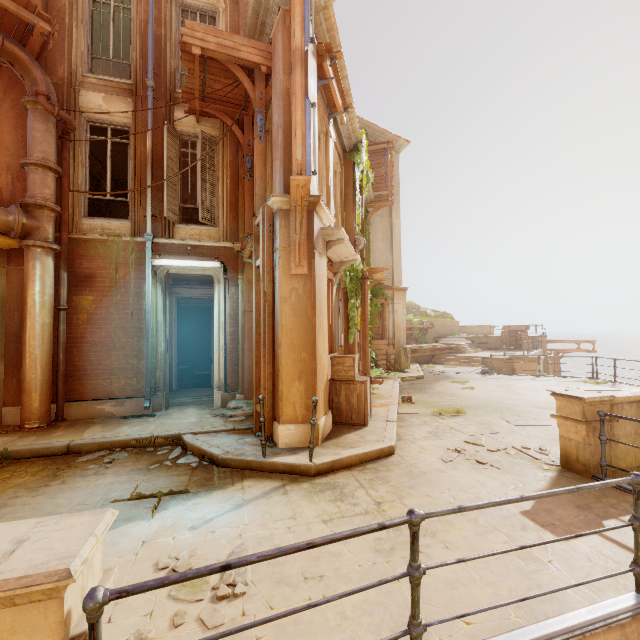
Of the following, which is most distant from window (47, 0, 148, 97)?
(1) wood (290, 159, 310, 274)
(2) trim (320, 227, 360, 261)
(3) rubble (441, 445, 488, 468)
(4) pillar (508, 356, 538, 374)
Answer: (4) pillar (508, 356, 538, 374)

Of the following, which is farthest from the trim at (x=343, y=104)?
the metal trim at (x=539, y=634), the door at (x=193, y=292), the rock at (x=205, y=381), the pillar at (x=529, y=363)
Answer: the pillar at (x=529, y=363)

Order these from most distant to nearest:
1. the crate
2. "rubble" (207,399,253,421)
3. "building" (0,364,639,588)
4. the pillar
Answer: the pillar, "rubble" (207,399,253,421), the crate, "building" (0,364,639,588)

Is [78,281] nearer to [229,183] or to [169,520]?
[229,183]

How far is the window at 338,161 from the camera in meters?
8.9

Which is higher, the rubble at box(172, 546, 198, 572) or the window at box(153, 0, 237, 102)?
the window at box(153, 0, 237, 102)

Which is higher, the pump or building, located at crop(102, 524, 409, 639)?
the pump

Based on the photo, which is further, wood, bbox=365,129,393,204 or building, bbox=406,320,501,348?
building, bbox=406,320,501,348
